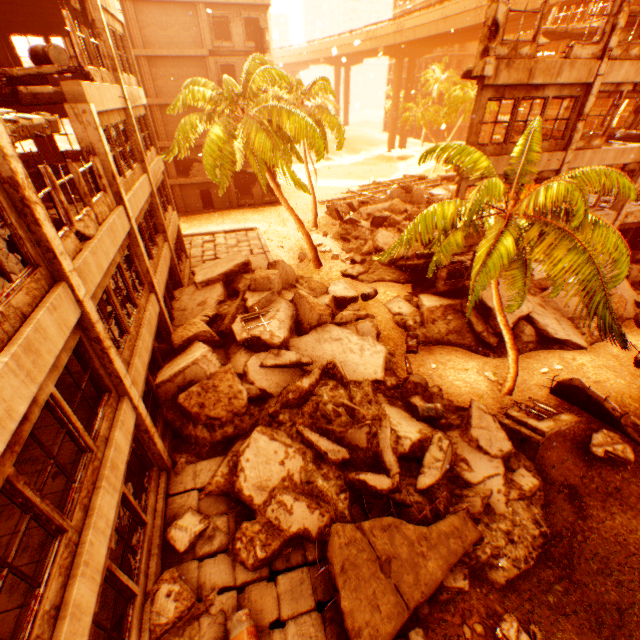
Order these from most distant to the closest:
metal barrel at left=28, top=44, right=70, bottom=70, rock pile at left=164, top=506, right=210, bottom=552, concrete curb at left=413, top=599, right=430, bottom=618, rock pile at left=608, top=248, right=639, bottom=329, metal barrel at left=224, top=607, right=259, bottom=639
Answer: rock pile at left=608, top=248, right=639, bottom=329 → metal barrel at left=28, top=44, right=70, bottom=70 → rock pile at left=164, top=506, right=210, bottom=552 → concrete curb at left=413, top=599, right=430, bottom=618 → metal barrel at left=224, top=607, right=259, bottom=639

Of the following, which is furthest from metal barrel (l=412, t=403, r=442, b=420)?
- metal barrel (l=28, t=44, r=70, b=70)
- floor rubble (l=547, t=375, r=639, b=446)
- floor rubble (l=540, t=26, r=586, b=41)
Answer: floor rubble (l=540, t=26, r=586, b=41)

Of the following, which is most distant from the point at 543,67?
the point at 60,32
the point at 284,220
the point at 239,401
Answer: the point at 284,220

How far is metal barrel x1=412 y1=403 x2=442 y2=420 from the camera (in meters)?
10.46

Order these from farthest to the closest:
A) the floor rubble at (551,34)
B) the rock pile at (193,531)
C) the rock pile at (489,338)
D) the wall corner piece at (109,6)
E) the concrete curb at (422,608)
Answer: the floor rubble at (551,34) < the rock pile at (489,338) < the wall corner piece at (109,6) < the rock pile at (193,531) < the concrete curb at (422,608)

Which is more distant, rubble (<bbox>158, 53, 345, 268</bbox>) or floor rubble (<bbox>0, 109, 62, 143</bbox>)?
rubble (<bbox>158, 53, 345, 268</bbox>)

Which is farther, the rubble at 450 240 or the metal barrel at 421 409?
the metal barrel at 421 409

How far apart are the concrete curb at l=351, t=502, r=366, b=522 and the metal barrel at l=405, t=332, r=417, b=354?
7.4 meters
